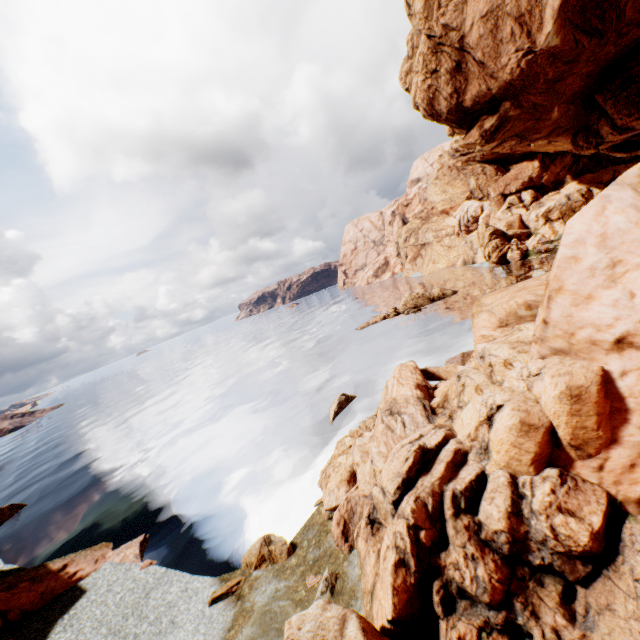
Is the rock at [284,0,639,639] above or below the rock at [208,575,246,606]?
above

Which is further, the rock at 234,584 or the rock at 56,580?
the rock at 56,580

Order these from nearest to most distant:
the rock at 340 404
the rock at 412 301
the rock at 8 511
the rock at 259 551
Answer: the rock at 259 551 < the rock at 340 404 < the rock at 8 511 < the rock at 412 301

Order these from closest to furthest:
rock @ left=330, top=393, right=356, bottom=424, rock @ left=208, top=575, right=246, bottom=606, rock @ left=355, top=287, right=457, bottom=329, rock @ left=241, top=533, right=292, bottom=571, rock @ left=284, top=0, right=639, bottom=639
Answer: rock @ left=284, top=0, right=639, bottom=639
rock @ left=208, top=575, right=246, bottom=606
rock @ left=241, top=533, right=292, bottom=571
rock @ left=330, top=393, right=356, bottom=424
rock @ left=355, top=287, right=457, bottom=329

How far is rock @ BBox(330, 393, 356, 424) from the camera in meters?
26.1 m

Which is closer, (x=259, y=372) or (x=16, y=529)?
(x=16, y=529)

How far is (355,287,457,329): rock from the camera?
51.34m

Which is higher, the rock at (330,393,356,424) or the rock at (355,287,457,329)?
the rock at (355,287,457,329)
